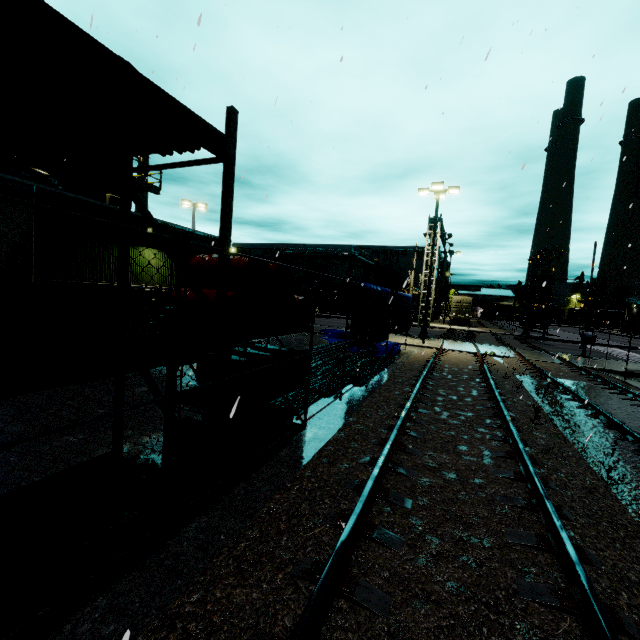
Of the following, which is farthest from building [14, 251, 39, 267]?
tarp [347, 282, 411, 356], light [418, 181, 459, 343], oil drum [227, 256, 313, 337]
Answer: light [418, 181, 459, 343]

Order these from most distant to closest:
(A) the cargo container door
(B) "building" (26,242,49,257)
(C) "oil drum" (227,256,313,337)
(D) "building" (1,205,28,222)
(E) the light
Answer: (A) the cargo container door, (E) the light, (B) "building" (26,242,49,257), (D) "building" (1,205,28,222), (C) "oil drum" (227,256,313,337)

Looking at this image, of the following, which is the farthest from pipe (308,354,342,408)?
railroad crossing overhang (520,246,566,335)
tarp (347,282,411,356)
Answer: railroad crossing overhang (520,246,566,335)

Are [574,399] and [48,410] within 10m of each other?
→ no

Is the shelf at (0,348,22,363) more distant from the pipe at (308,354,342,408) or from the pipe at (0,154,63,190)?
the pipe at (308,354,342,408)

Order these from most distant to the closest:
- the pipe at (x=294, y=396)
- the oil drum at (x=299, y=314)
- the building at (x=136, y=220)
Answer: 1. the building at (x=136, y=220)
2. the pipe at (x=294, y=396)
3. the oil drum at (x=299, y=314)

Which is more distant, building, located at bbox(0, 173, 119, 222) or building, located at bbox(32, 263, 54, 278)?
building, located at bbox(32, 263, 54, 278)

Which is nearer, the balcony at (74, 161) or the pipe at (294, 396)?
the pipe at (294, 396)
